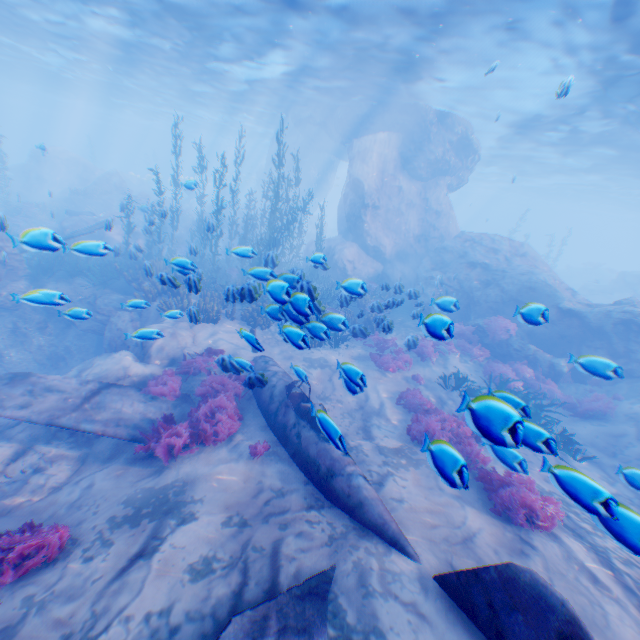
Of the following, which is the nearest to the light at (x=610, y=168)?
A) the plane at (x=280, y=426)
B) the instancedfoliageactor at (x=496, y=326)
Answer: the instancedfoliageactor at (x=496, y=326)

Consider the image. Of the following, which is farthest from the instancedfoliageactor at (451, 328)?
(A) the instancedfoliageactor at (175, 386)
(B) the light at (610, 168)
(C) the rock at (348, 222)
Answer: (B) the light at (610, 168)

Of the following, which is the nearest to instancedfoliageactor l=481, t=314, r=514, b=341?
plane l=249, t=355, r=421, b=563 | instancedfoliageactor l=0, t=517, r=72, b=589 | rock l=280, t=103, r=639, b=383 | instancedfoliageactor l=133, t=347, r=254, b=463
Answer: rock l=280, t=103, r=639, b=383

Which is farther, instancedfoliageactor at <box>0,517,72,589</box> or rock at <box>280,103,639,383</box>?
rock at <box>280,103,639,383</box>

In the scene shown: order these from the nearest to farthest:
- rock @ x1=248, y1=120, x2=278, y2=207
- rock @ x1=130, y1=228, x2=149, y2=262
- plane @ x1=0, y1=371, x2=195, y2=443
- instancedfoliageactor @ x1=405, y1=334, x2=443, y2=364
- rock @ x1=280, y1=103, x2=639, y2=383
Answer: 1. plane @ x1=0, y1=371, x2=195, y2=443
2. instancedfoliageactor @ x1=405, y1=334, x2=443, y2=364
3. rock @ x1=130, y1=228, x2=149, y2=262
4. rock @ x1=280, y1=103, x2=639, y2=383
5. rock @ x1=248, y1=120, x2=278, y2=207

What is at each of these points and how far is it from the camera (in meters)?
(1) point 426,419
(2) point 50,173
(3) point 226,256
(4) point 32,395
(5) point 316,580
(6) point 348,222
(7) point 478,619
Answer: (1) instancedfoliageactor, 8.63
(2) rock, 33.12
(3) instancedfoliageactor, 19.92
(4) plane, 6.94
(5) plane, 3.90
(6) rock, 21.86
(7) plane, 3.47

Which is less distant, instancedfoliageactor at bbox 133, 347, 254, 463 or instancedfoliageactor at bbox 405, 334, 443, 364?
instancedfoliageactor at bbox 133, 347, 254, 463

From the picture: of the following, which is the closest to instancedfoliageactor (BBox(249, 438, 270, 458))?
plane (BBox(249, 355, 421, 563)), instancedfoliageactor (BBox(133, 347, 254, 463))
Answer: plane (BBox(249, 355, 421, 563))
